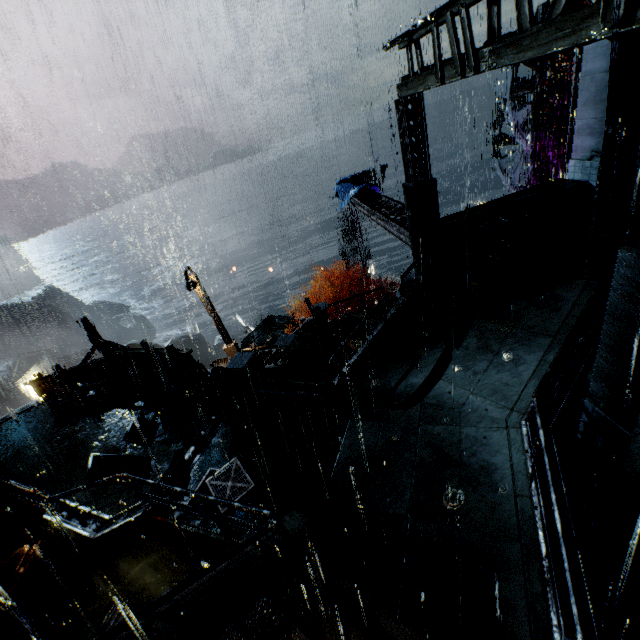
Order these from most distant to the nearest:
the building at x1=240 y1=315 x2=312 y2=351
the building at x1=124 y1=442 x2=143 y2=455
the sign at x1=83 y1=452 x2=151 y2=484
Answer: the building at x1=240 y1=315 x2=312 y2=351 → the building at x1=124 y1=442 x2=143 y2=455 → the sign at x1=83 y1=452 x2=151 y2=484

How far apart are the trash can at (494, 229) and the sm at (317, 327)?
8.13m

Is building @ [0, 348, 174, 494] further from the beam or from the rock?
the rock

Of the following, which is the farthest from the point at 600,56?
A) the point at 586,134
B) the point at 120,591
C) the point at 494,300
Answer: the point at 120,591

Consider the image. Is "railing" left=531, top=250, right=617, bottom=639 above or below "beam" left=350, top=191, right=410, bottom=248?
below

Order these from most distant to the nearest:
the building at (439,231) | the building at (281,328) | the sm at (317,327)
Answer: the building at (281,328) < the sm at (317,327) < the building at (439,231)

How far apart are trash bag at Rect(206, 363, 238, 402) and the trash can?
10.43m

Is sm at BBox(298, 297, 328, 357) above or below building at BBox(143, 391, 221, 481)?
below
